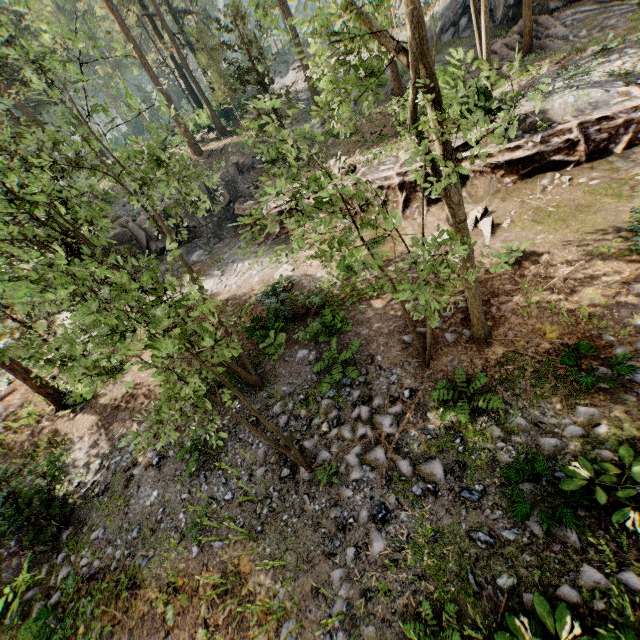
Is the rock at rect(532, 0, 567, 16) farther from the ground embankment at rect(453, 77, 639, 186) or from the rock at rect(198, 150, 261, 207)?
the rock at rect(198, 150, 261, 207)

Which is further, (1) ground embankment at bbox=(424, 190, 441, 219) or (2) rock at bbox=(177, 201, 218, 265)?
(2) rock at bbox=(177, 201, 218, 265)

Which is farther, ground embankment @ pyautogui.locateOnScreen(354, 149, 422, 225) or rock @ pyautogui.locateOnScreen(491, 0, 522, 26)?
rock @ pyautogui.locateOnScreen(491, 0, 522, 26)

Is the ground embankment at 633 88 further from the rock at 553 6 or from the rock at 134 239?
the rock at 553 6

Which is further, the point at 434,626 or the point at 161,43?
the point at 161,43

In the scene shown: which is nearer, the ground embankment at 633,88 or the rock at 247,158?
the ground embankment at 633,88

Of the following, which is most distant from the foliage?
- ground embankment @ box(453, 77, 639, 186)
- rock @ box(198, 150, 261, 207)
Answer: rock @ box(198, 150, 261, 207)
